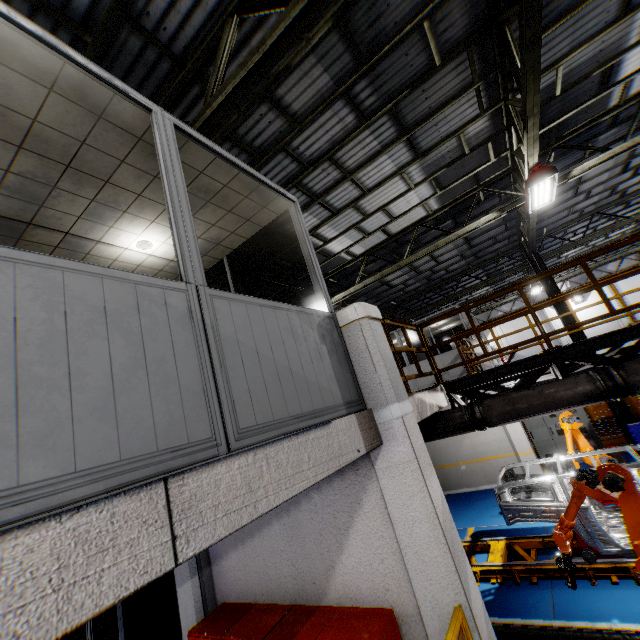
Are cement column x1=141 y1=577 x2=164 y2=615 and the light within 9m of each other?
no

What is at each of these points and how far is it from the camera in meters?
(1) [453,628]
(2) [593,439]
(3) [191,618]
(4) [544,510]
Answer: (1) metal panel, 2.8
(2) cabinet, 11.8
(3) cement column, 4.7
(4) chassis, 6.4

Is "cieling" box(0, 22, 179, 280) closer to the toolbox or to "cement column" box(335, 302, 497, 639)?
"cement column" box(335, 302, 497, 639)

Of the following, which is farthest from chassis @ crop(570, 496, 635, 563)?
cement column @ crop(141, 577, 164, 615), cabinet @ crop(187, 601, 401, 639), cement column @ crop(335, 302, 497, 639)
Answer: cement column @ crop(141, 577, 164, 615)

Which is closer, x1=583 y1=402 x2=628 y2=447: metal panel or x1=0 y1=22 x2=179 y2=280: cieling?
x1=0 y1=22 x2=179 y2=280: cieling

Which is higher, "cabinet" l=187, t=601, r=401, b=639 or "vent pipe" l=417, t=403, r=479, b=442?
"vent pipe" l=417, t=403, r=479, b=442

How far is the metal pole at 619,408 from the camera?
11.4m

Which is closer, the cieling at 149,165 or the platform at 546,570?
the cieling at 149,165
